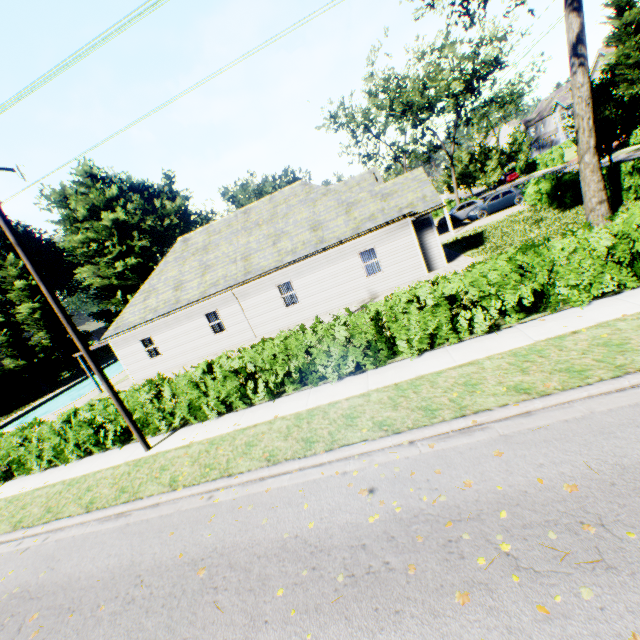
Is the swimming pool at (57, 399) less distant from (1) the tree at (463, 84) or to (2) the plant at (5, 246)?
(2) the plant at (5, 246)

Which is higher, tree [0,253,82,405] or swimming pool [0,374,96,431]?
tree [0,253,82,405]

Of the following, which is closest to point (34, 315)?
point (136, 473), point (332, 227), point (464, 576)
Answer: point (332, 227)

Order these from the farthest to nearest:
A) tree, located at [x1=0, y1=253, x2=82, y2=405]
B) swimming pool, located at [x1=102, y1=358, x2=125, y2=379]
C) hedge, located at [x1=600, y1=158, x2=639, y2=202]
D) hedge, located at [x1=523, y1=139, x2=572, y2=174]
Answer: hedge, located at [x1=523, y1=139, x2=572, y2=174] < swimming pool, located at [x1=102, y1=358, x2=125, y2=379] < tree, located at [x1=0, y1=253, x2=82, y2=405] < hedge, located at [x1=600, y1=158, x2=639, y2=202]

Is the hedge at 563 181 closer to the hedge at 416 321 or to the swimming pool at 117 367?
the hedge at 416 321

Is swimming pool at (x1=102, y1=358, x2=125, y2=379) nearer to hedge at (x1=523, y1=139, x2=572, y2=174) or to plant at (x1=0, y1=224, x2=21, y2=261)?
plant at (x1=0, y1=224, x2=21, y2=261)

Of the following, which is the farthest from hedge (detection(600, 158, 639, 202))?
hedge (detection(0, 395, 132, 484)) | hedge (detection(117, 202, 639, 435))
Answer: hedge (detection(0, 395, 132, 484))
